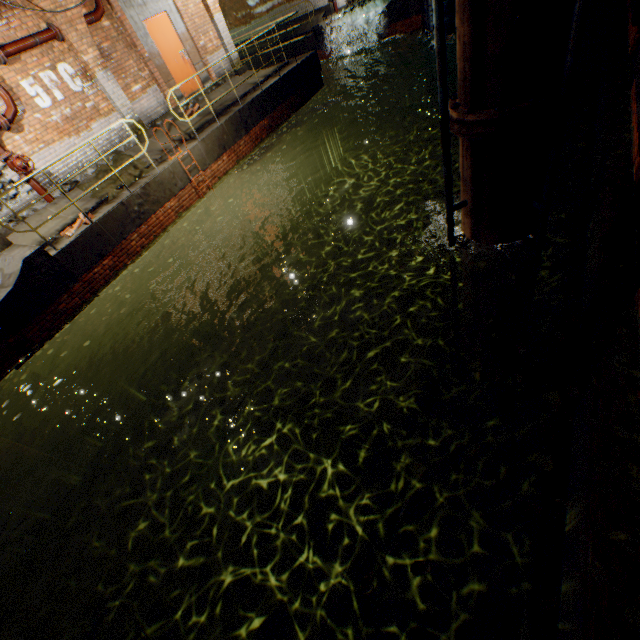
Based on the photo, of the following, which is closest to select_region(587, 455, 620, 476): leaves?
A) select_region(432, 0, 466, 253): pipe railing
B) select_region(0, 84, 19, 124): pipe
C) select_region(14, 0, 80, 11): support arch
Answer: select_region(432, 0, 466, 253): pipe railing

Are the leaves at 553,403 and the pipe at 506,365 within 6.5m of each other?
yes

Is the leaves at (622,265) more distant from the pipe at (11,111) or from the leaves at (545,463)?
the pipe at (11,111)

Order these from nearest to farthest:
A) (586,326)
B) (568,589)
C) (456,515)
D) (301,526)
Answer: (568,589), (456,515), (586,326), (301,526)

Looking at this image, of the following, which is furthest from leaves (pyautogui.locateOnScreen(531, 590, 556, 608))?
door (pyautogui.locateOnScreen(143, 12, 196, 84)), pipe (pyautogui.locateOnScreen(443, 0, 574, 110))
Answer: door (pyautogui.locateOnScreen(143, 12, 196, 84))

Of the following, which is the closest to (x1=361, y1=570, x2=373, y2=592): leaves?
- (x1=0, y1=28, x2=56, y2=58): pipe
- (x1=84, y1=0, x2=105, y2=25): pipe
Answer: (x1=0, y1=28, x2=56, y2=58): pipe

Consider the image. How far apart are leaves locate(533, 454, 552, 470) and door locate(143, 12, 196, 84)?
13.83m

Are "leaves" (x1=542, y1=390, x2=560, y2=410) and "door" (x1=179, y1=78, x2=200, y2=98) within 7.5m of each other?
no
